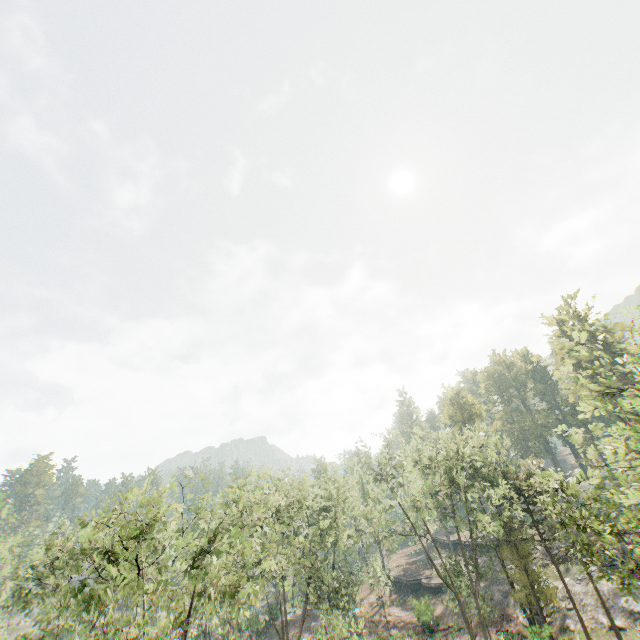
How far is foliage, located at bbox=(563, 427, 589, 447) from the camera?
18.69m

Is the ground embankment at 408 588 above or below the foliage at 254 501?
below

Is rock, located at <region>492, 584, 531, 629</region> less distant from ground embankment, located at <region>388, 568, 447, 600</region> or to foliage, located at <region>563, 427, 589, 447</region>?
foliage, located at <region>563, 427, 589, 447</region>

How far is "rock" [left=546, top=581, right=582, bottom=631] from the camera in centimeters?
3025cm

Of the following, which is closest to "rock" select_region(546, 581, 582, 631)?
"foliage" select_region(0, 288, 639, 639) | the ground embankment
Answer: "foliage" select_region(0, 288, 639, 639)

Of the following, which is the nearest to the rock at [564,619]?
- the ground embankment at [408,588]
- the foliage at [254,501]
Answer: the foliage at [254,501]

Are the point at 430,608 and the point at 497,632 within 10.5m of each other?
yes
